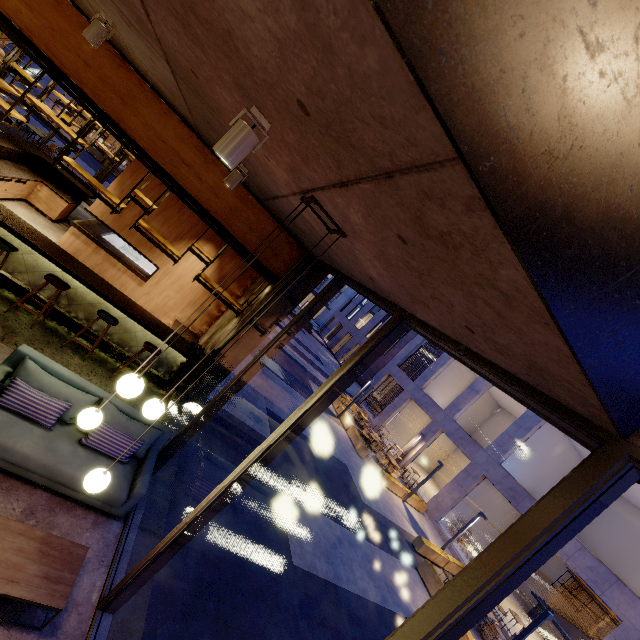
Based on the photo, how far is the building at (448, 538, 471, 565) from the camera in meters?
16.2

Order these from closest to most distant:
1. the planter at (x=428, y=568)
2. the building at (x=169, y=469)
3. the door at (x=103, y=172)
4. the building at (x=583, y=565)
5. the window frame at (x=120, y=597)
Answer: the window frame at (x=120, y=597)
the building at (x=169, y=469)
the planter at (x=428, y=568)
the building at (x=583, y=565)
the door at (x=103, y=172)

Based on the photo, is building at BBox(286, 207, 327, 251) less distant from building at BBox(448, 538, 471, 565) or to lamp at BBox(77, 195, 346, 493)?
lamp at BBox(77, 195, 346, 493)

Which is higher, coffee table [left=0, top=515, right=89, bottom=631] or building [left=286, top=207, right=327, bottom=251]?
building [left=286, top=207, right=327, bottom=251]

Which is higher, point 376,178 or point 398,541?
point 376,178

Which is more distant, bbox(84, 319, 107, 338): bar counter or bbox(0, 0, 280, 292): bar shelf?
bbox(84, 319, 107, 338): bar counter

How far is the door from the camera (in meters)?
12.76

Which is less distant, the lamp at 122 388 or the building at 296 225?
the lamp at 122 388
